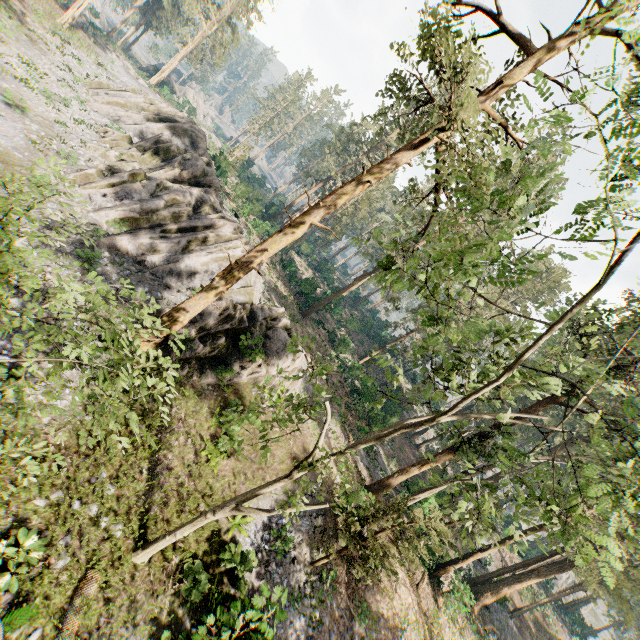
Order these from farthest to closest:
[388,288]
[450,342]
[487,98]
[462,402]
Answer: [388,288] → [487,98] → [450,342] → [462,402]

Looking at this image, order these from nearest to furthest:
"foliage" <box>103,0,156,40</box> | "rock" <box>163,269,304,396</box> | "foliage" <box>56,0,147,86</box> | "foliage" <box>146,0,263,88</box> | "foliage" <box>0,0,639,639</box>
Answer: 1. "foliage" <box>0,0,639,639</box>
2. "rock" <box>163,269,304,396</box>
3. "foliage" <box>56,0,147,86</box>
4. "foliage" <box>146,0,263,88</box>
5. "foliage" <box>103,0,156,40</box>

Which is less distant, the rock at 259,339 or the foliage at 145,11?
the rock at 259,339

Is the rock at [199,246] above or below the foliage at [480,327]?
below

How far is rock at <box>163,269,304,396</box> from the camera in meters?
17.5

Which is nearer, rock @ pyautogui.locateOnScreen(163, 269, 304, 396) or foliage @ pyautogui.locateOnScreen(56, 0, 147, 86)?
rock @ pyautogui.locateOnScreen(163, 269, 304, 396)

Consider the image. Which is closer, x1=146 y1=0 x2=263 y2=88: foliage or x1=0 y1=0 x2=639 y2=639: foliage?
x1=0 y1=0 x2=639 y2=639: foliage
